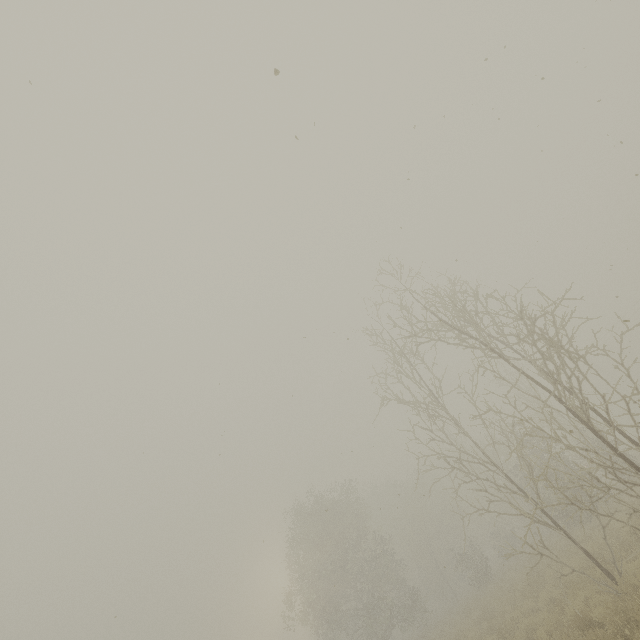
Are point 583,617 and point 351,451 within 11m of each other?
yes
